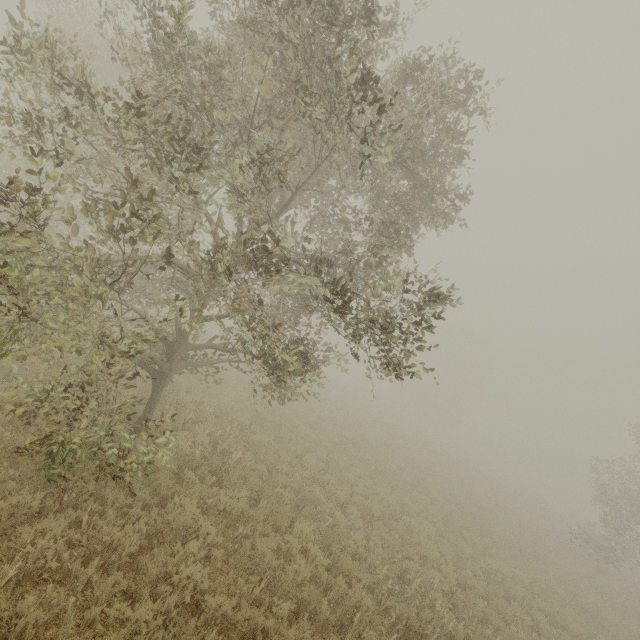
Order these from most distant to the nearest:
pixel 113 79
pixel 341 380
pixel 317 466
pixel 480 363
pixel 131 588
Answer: pixel 480 363 < pixel 341 380 < pixel 113 79 < pixel 317 466 < pixel 131 588
